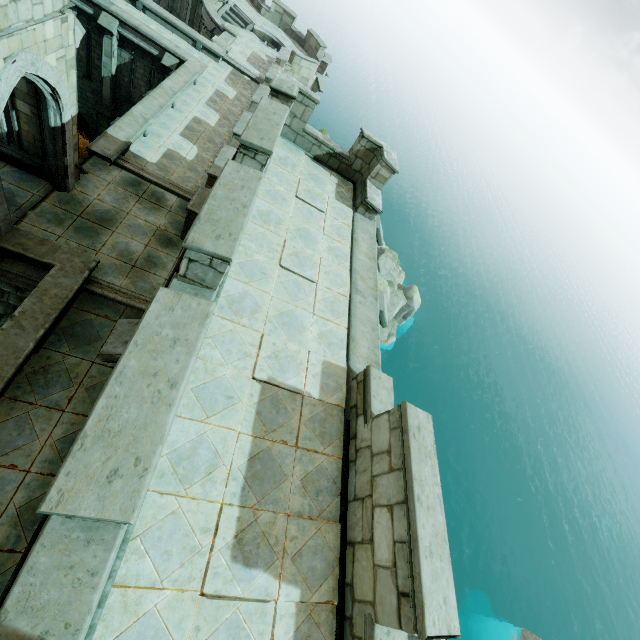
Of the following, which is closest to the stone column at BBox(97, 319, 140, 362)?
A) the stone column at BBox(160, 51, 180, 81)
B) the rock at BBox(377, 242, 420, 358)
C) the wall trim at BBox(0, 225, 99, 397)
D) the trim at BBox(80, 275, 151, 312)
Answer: the wall trim at BBox(0, 225, 99, 397)

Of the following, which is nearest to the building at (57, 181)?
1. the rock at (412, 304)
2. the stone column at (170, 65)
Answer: the stone column at (170, 65)

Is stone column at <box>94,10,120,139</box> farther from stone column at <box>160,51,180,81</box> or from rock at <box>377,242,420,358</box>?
rock at <box>377,242,420,358</box>

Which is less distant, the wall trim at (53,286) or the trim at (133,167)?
the wall trim at (53,286)

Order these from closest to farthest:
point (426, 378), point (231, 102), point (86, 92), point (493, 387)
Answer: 1. point (231, 102)
2. point (86, 92)
3. point (426, 378)
4. point (493, 387)

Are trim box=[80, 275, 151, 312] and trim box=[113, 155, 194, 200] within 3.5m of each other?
no

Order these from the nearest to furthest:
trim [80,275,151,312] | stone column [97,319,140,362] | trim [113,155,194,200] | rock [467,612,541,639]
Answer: stone column [97,319,140,362], trim [80,275,151,312], trim [113,155,194,200], rock [467,612,541,639]

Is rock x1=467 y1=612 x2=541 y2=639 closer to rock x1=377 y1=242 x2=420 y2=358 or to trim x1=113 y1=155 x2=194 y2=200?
rock x1=377 y1=242 x2=420 y2=358
